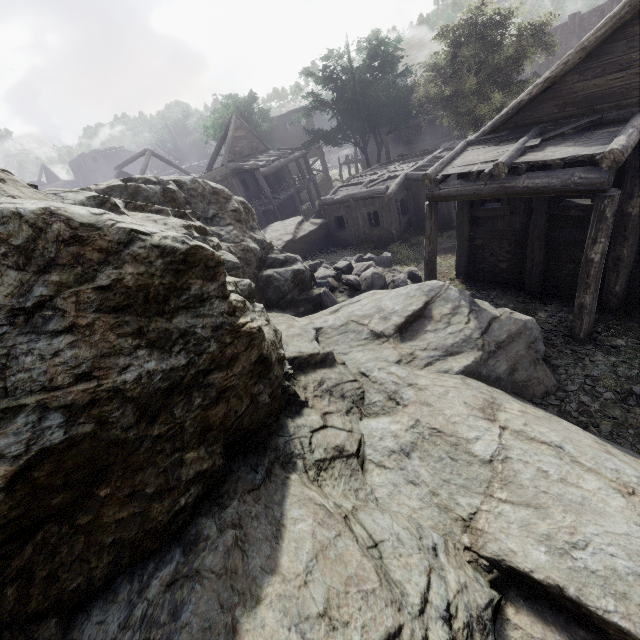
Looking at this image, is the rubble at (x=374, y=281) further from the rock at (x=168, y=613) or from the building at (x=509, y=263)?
the building at (x=509, y=263)

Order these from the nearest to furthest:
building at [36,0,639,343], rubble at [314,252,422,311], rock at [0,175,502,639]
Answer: rock at [0,175,502,639], building at [36,0,639,343], rubble at [314,252,422,311]

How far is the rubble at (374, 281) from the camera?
12.1 meters

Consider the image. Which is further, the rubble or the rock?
the rubble

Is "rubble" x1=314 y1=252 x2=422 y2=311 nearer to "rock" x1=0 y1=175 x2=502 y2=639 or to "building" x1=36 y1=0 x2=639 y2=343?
"rock" x1=0 y1=175 x2=502 y2=639

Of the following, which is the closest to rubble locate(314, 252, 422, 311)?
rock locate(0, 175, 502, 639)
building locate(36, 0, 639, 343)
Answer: rock locate(0, 175, 502, 639)

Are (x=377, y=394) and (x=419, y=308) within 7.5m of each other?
yes
